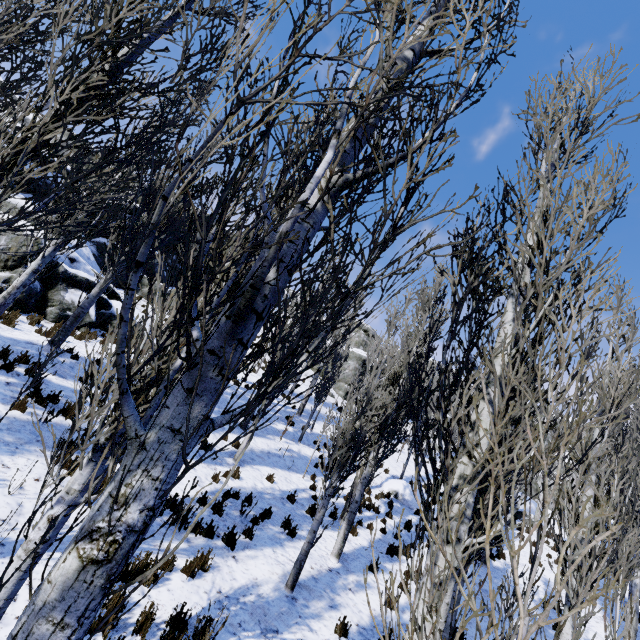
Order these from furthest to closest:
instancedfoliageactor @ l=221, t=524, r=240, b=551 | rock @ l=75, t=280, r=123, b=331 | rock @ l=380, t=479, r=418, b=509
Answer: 1. rock @ l=380, t=479, r=418, b=509
2. rock @ l=75, t=280, r=123, b=331
3. instancedfoliageactor @ l=221, t=524, r=240, b=551

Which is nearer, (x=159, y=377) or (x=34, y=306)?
(x=159, y=377)

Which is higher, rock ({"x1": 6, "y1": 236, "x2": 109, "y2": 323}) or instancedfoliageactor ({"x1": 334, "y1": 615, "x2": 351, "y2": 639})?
rock ({"x1": 6, "y1": 236, "x2": 109, "y2": 323})

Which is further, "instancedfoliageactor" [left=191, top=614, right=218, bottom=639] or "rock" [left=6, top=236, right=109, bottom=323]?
"rock" [left=6, top=236, right=109, bottom=323]

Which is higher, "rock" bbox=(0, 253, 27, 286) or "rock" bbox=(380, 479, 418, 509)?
"rock" bbox=(0, 253, 27, 286)

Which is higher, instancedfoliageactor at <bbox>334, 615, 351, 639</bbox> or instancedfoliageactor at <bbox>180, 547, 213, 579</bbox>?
instancedfoliageactor at <bbox>334, 615, 351, 639</bbox>

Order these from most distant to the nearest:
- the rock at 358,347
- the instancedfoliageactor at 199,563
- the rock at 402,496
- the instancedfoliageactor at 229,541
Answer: the rock at 358,347 < the rock at 402,496 < the instancedfoliageactor at 229,541 < the instancedfoliageactor at 199,563

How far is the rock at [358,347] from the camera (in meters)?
33.22
